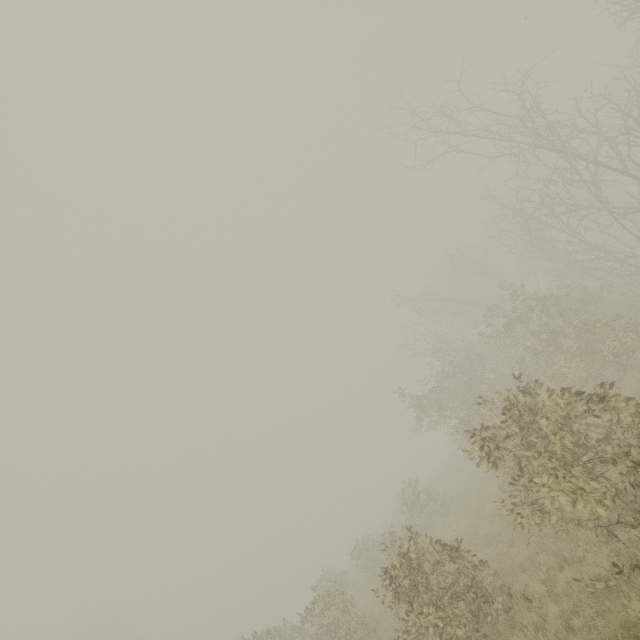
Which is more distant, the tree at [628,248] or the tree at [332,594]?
the tree at [332,594]

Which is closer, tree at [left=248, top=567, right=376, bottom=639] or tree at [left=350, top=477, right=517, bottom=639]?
tree at [left=350, top=477, right=517, bottom=639]

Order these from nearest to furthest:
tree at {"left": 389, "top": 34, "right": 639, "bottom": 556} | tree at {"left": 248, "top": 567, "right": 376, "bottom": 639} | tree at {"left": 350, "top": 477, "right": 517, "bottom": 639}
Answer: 1. tree at {"left": 389, "top": 34, "right": 639, "bottom": 556}
2. tree at {"left": 350, "top": 477, "right": 517, "bottom": 639}
3. tree at {"left": 248, "top": 567, "right": 376, "bottom": 639}

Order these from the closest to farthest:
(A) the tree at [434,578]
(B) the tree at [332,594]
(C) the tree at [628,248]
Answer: (C) the tree at [628,248] < (A) the tree at [434,578] < (B) the tree at [332,594]

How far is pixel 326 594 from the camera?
12.43m
